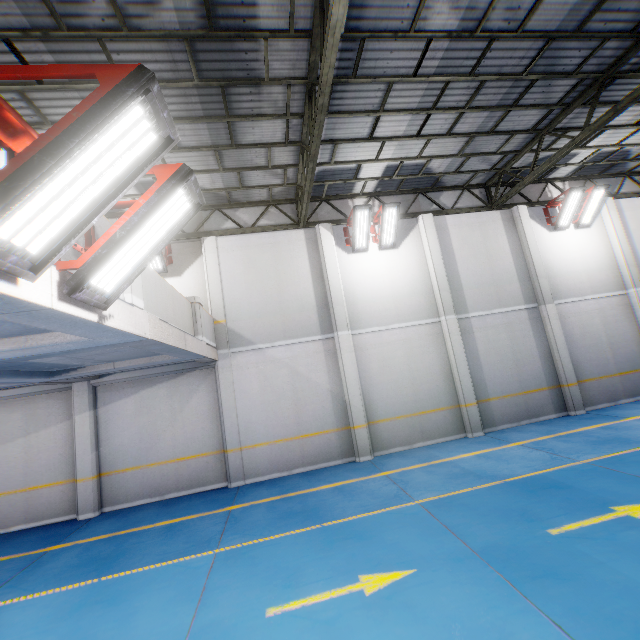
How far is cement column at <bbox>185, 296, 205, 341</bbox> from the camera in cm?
816

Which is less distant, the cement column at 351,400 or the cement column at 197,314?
the cement column at 197,314

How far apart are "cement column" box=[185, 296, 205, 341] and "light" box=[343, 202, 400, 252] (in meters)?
5.38

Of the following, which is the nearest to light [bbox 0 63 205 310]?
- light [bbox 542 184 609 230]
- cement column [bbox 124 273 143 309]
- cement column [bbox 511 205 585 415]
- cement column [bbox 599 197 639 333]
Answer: cement column [bbox 124 273 143 309]

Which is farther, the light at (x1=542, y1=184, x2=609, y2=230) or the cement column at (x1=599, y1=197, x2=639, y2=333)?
the cement column at (x1=599, y1=197, x2=639, y2=333)

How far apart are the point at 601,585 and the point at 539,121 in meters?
11.2 m

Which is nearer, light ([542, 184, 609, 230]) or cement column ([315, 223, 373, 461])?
cement column ([315, 223, 373, 461])

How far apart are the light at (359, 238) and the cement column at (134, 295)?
7.2m
